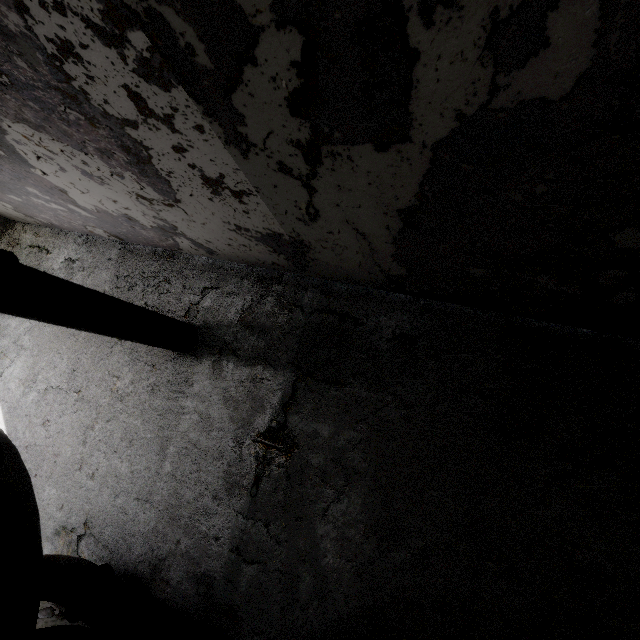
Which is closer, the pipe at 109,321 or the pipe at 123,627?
the pipe at 109,321

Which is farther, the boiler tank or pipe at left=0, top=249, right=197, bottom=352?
pipe at left=0, top=249, right=197, bottom=352

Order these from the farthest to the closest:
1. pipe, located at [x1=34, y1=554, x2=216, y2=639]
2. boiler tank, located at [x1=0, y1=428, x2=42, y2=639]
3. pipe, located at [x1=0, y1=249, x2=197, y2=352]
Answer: pipe, located at [x1=34, y1=554, x2=216, y2=639] < pipe, located at [x1=0, y1=249, x2=197, y2=352] < boiler tank, located at [x1=0, y1=428, x2=42, y2=639]

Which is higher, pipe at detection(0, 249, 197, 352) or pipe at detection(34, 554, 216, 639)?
pipe at detection(0, 249, 197, 352)

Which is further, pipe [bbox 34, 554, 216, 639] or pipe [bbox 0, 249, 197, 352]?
pipe [bbox 34, 554, 216, 639]

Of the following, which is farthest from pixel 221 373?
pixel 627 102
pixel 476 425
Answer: pixel 627 102

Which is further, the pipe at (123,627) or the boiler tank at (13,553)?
the pipe at (123,627)
